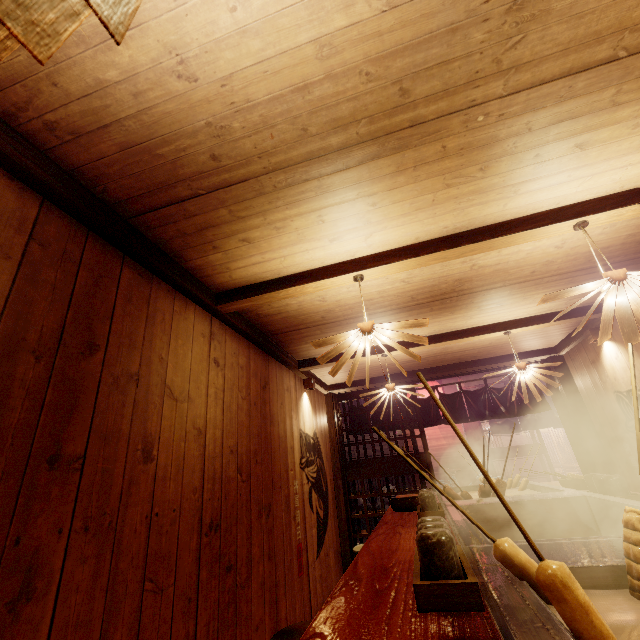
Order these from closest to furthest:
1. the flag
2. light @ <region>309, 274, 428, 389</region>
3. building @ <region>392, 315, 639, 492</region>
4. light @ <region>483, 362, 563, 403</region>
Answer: light @ <region>309, 274, 428, 389</region>
light @ <region>483, 362, 563, 403</region>
building @ <region>392, 315, 639, 492</region>
the flag

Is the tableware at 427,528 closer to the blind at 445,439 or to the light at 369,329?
the light at 369,329

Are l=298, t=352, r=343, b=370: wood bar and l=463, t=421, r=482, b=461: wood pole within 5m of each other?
no

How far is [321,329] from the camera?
6.3m

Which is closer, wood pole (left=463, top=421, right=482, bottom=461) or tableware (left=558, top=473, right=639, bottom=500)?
tableware (left=558, top=473, right=639, bottom=500)

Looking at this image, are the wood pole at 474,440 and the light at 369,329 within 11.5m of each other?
no

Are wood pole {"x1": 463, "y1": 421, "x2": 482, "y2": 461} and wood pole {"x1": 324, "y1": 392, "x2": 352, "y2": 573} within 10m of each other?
no

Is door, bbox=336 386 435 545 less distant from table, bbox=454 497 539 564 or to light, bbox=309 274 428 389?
table, bbox=454 497 539 564
